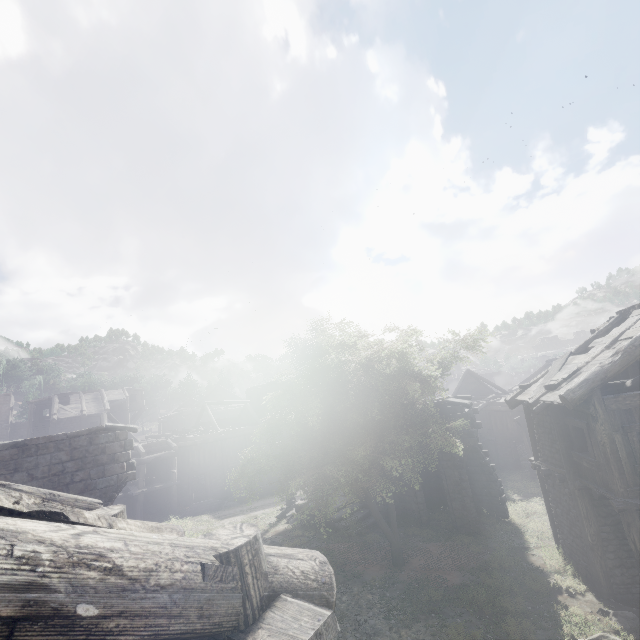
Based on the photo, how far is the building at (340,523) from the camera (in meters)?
17.87

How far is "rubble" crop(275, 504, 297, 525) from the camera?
20.4 meters

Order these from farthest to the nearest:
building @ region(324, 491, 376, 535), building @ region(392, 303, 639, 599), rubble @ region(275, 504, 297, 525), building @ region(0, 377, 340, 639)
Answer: rubble @ region(275, 504, 297, 525)
building @ region(324, 491, 376, 535)
building @ region(392, 303, 639, 599)
building @ region(0, 377, 340, 639)

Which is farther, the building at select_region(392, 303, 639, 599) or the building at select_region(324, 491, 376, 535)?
the building at select_region(324, 491, 376, 535)

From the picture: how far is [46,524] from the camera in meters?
1.8

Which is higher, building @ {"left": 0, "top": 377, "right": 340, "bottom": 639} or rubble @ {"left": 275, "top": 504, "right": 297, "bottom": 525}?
building @ {"left": 0, "top": 377, "right": 340, "bottom": 639}

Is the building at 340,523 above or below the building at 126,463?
below

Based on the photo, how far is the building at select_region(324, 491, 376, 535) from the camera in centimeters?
1787cm
